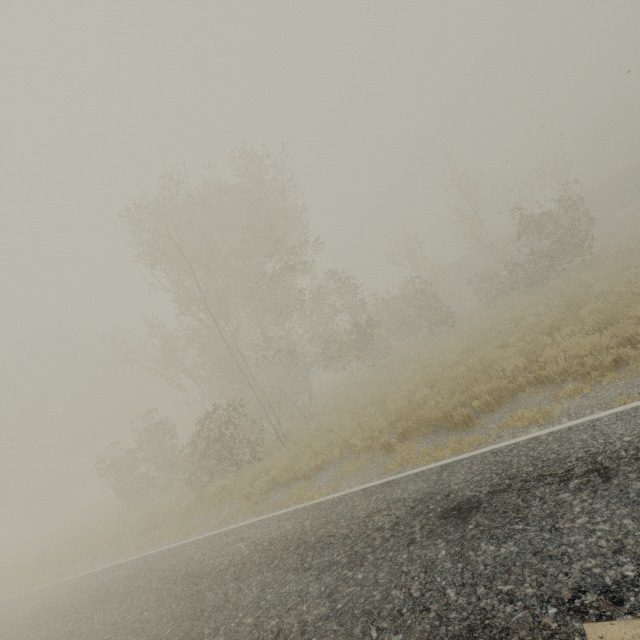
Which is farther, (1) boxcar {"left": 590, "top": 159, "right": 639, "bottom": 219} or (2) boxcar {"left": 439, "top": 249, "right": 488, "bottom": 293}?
(2) boxcar {"left": 439, "top": 249, "right": 488, "bottom": 293}

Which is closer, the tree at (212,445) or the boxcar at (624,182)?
the tree at (212,445)

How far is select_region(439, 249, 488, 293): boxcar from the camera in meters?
39.8 m

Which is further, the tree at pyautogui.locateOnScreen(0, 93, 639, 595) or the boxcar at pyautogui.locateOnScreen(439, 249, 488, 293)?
the boxcar at pyautogui.locateOnScreen(439, 249, 488, 293)

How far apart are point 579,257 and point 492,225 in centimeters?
4171cm

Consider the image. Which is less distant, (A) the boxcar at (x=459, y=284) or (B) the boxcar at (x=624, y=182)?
(B) the boxcar at (x=624, y=182)

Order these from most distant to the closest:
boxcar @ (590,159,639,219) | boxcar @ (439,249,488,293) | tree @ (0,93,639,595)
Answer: boxcar @ (439,249,488,293)
boxcar @ (590,159,639,219)
tree @ (0,93,639,595)
